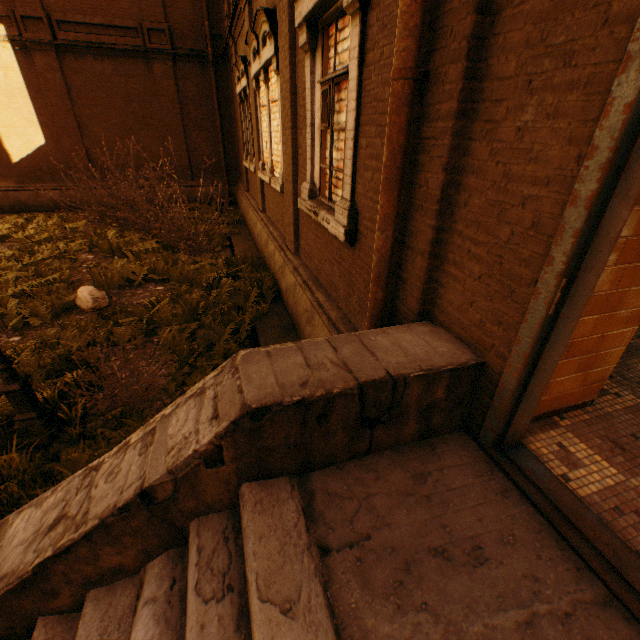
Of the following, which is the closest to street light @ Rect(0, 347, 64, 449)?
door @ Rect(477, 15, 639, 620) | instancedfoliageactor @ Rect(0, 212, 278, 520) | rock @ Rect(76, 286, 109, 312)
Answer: instancedfoliageactor @ Rect(0, 212, 278, 520)

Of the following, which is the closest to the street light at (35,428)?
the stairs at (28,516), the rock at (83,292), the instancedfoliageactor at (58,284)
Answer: the instancedfoliageactor at (58,284)

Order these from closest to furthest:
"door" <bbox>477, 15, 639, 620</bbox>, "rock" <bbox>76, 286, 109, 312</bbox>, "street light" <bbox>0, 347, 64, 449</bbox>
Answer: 1. "door" <bbox>477, 15, 639, 620</bbox>
2. "street light" <bbox>0, 347, 64, 449</bbox>
3. "rock" <bbox>76, 286, 109, 312</bbox>

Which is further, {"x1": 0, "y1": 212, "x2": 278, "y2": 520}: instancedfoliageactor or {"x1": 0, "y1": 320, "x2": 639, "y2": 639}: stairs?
{"x1": 0, "y1": 212, "x2": 278, "y2": 520}: instancedfoliageactor

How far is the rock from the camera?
6.4m

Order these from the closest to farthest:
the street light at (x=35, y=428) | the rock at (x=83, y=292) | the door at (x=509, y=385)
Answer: the door at (x=509, y=385) < the street light at (x=35, y=428) < the rock at (x=83, y=292)

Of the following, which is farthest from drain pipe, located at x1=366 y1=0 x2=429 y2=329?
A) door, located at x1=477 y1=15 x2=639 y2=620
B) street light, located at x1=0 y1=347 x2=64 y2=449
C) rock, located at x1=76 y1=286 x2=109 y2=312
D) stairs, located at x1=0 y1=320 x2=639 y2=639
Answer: rock, located at x1=76 y1=286 x2=109 y2=312

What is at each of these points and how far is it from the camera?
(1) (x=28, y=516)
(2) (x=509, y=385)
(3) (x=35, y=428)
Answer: (1) stairs, 2.0m
(2) door, 1.8m
(3) street light, 3.6m
